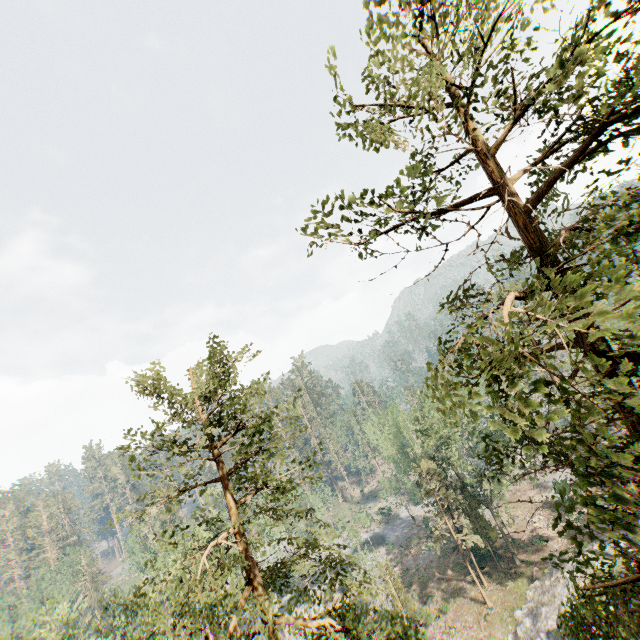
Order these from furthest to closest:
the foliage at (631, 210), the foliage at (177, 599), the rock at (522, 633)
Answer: the rock at (522, 633) → the foliage at (177, 599) → the foliage at (631, 210)

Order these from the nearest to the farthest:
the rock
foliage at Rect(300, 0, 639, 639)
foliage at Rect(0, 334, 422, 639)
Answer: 1. foliage at Rect(300, 0, 639, 639)
2. foliage at Rect(0, 334, 422, 639)
3. the rock

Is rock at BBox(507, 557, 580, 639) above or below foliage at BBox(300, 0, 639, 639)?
below

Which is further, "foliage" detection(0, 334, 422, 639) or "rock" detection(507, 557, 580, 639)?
"rock" detection(507, 557, 580, 639)

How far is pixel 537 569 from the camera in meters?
33.2

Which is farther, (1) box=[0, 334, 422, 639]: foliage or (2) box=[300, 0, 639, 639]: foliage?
(1) box=[0, 334, 422, 639]: foliage

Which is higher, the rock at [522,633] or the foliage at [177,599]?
the foliage at [177,599]
